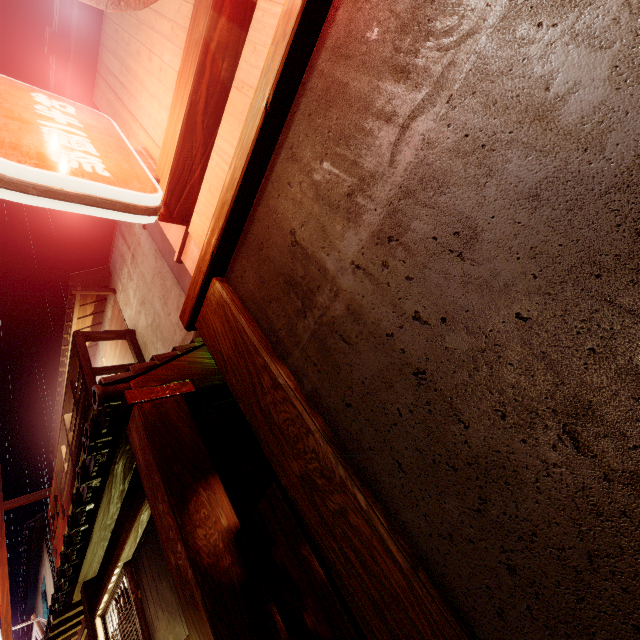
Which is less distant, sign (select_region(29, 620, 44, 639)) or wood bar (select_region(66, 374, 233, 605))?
wood bar (select_region(66, 374, 233, 605))

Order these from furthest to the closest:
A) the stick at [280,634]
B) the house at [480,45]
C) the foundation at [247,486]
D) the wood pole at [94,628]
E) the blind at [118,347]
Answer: the blind at [118,347]
the wood pole at [94,628]
the foundation at [247,486]
the stick at [280,634]
the house at [480,45]

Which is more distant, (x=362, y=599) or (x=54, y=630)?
(x=54, y=630)

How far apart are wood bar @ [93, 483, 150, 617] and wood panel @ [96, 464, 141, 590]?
0.00m

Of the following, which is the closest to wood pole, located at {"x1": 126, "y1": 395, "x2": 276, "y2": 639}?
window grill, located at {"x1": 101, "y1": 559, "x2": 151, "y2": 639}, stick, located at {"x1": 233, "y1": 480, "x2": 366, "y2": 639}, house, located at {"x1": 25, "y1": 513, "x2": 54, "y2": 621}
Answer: stick, located at {"x1": 233, "y1": 480, "x2": 366, "y2": 639}

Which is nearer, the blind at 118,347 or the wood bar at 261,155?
the wood bar at 261,155

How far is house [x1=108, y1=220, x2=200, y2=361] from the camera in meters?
9.0

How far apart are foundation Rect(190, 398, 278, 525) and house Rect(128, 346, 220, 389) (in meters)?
0.54
